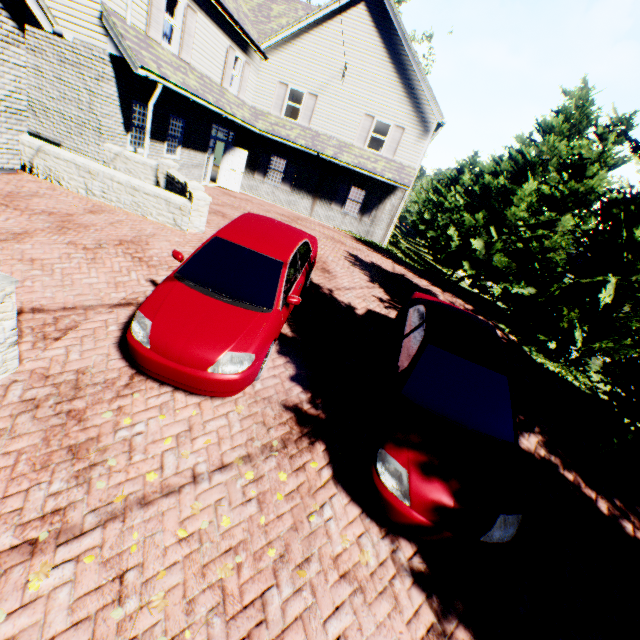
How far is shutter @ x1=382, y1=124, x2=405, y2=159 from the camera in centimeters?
1709cm

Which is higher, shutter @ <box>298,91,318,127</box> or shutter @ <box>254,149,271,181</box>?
shutter @ <box>298,91,318,127</box>

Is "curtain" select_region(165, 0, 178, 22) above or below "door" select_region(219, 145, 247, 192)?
above

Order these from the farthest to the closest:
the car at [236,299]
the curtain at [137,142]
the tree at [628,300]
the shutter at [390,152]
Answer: the shutter at [390,152] → the curtain at [137,142] → the tree at [628,300] → the car at [236,299]

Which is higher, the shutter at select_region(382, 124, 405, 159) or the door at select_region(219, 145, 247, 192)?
the shutter at select_region(382, 124, 405, 159)

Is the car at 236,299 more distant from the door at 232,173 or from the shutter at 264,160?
the shutter at 264,160

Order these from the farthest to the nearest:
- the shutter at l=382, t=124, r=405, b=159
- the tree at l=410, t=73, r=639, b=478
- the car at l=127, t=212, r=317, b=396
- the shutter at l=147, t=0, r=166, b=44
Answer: the shutter at l=382, t=124, r=405, b=159 < the shutter at l=147, t=0, r=166, b=44 < the tree at l=410, t=73, r=639, b=478 < the car at l=127, t=212, r=317, b=396

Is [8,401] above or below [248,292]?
below
